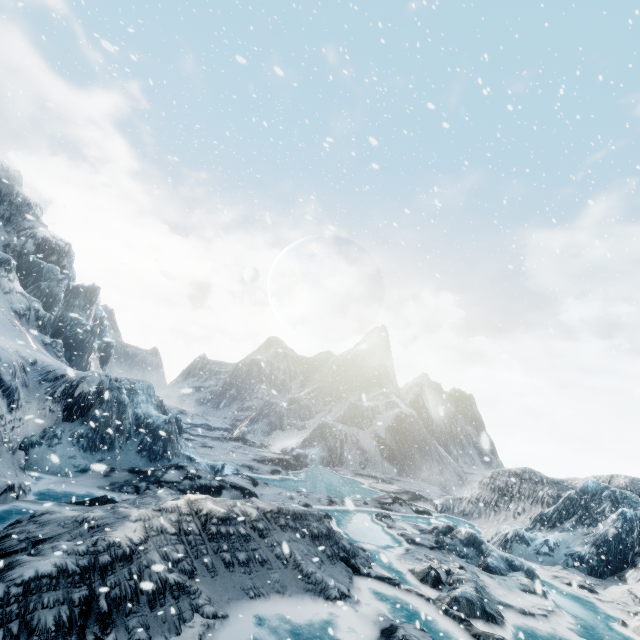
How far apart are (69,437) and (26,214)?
31.44m
